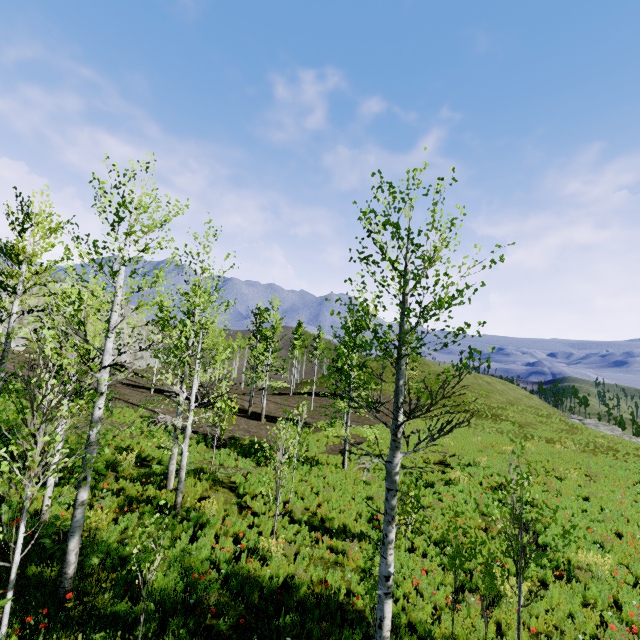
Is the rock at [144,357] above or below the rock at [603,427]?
above

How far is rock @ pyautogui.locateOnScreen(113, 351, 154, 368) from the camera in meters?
44.7

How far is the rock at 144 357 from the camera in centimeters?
4474cm

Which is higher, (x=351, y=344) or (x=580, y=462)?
(x=351, y=344)

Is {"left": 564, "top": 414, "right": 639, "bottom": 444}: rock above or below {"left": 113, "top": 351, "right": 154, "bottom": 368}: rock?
below

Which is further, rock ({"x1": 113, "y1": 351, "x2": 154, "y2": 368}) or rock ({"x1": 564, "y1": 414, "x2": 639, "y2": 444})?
rock ({"x1": 113, "y1": 351, "x2": 154, "y2": 368})
